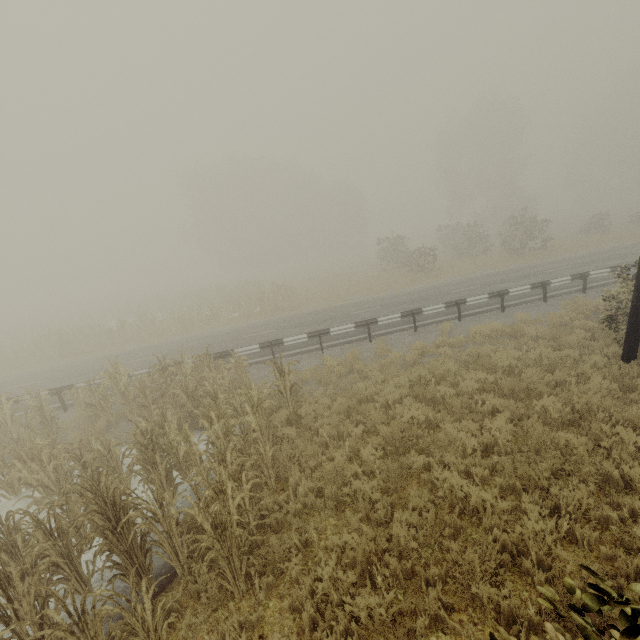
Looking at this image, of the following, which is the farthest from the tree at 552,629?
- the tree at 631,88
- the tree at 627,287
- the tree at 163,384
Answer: the tree at 631,88

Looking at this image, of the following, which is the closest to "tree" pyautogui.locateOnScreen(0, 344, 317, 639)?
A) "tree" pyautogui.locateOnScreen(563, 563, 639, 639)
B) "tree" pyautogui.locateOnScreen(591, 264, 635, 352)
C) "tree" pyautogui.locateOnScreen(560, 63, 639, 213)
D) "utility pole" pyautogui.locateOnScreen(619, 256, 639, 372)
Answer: "tree" pyautogui.locateOnScreen(563, 563, 639, 639)

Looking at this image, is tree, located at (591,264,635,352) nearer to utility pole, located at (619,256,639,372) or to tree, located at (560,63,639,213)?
utility pole, located at (619,256,639,372)

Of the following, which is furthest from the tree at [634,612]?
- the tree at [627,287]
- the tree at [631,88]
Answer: the tree at [631,88]

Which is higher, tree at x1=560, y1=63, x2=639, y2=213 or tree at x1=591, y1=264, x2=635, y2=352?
tree at x1=560, y1=63, x2=639, y2=213

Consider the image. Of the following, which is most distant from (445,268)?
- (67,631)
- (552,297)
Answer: (67,631)

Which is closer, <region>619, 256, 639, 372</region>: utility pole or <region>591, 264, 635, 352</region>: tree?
<region>619, 256, 639, 372</region>: utility pole

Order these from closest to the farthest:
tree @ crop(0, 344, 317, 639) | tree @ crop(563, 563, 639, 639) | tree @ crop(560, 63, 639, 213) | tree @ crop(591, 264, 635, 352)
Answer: tree @ crop(563, 563, 639, 639), tree @ crop(0, 344, 317, 639), tree @ crop(591, 264, 635, 352), tree @ crop(560, 63, 639, 213)
